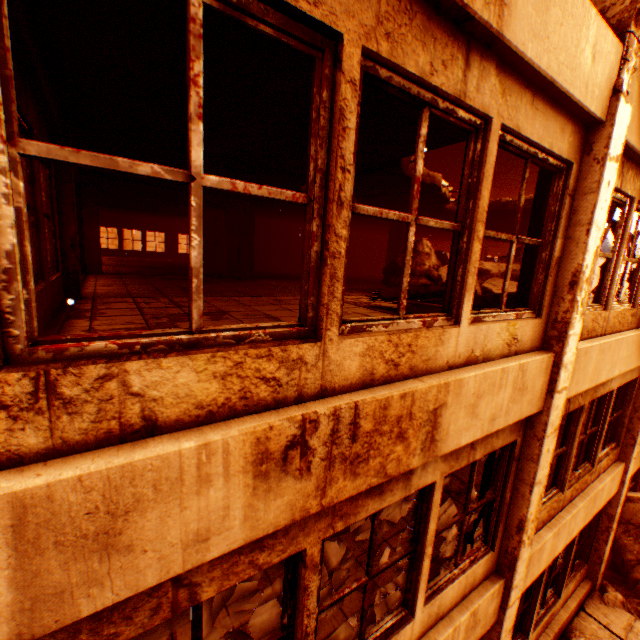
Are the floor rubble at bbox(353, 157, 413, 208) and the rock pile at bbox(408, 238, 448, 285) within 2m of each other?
yes

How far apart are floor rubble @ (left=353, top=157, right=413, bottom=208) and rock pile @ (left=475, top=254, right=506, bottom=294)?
0.9m

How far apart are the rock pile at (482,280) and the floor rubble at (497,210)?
0.91m

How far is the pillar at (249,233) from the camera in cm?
1122

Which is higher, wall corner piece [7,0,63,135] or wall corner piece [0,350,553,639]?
wall corner piece [7,0,63,135]

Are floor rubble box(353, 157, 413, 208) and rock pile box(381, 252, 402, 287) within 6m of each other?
yes

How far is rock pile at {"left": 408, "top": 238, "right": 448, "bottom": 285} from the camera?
8.1 meters

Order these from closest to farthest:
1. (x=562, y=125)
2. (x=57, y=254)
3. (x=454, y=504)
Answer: (x=562, y=125) → (x=57, y=254) → (x=454, y=504)
